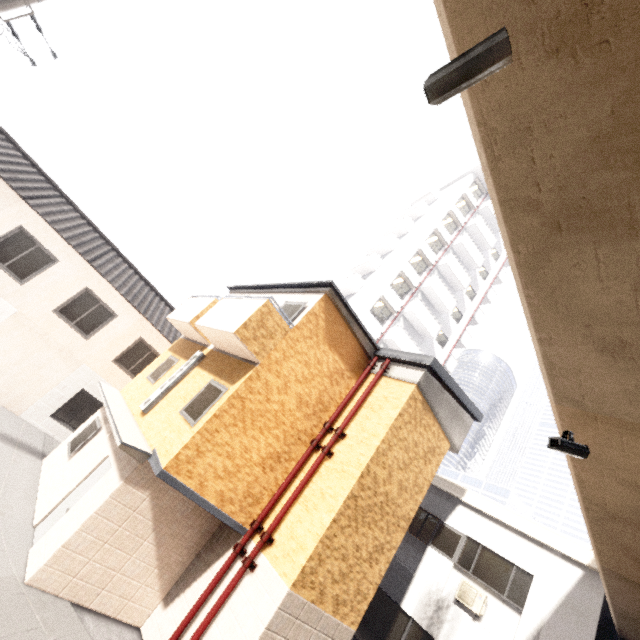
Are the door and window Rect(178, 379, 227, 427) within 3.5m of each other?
yes

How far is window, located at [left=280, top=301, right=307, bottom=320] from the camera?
9.0m

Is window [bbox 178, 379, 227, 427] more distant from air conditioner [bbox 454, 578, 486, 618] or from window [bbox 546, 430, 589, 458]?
air conditioner [bbox 454, 578, 486, 618]

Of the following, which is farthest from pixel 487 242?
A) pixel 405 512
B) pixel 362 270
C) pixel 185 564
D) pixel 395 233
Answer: pixel 185 564

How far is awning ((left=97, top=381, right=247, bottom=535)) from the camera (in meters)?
7.02

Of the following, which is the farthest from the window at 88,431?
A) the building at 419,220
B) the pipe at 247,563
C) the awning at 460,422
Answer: the building at 419,220

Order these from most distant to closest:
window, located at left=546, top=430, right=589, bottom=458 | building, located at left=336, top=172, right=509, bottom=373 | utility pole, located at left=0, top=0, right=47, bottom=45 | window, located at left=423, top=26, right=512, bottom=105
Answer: building, located at left=336, top=172, right=509, bottom=373 → utility pole, located at left=0, top=0, right=47, bottom=45 → window, located at left=546, top=430, right=589, bottom=458 → window, located at left=423, top=26, right=512, bottom=105

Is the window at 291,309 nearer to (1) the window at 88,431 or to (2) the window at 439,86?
(1) the window at 88,431
